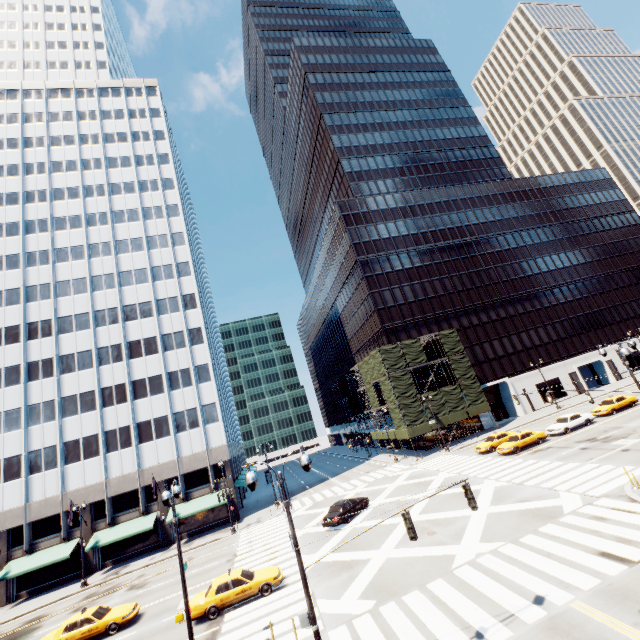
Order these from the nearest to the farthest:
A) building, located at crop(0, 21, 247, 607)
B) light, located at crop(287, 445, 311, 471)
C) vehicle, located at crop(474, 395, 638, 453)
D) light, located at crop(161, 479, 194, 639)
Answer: light, located at crop(287, 445, 311, 471)
light, located at crop(161, 479, 194, 639)
vehicle, located at crop(474, 395, 638, 453)
building, located at crop(0, 21, 247, 607)

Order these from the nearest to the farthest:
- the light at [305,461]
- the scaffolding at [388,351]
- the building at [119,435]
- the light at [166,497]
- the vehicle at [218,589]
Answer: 1. the light at [305,461]
2. the light at [166,497]
3. the vehicle at [218,589]
4. the building at [119,435]
5. the scaffolding at [388,351]

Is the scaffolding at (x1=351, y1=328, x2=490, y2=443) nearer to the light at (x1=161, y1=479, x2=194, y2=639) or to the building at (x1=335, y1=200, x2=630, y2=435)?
the building at (x1=335, y1=200, x2=630, y2=435)

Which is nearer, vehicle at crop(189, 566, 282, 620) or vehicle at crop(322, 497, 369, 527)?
vehicle at crop(189, 566, 282, 620)

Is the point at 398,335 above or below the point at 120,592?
above

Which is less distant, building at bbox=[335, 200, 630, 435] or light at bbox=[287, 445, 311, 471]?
light at bbox=[287, 445, 311, 471]

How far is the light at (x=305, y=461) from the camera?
10.8m

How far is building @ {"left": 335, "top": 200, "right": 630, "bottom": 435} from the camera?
52.8m
